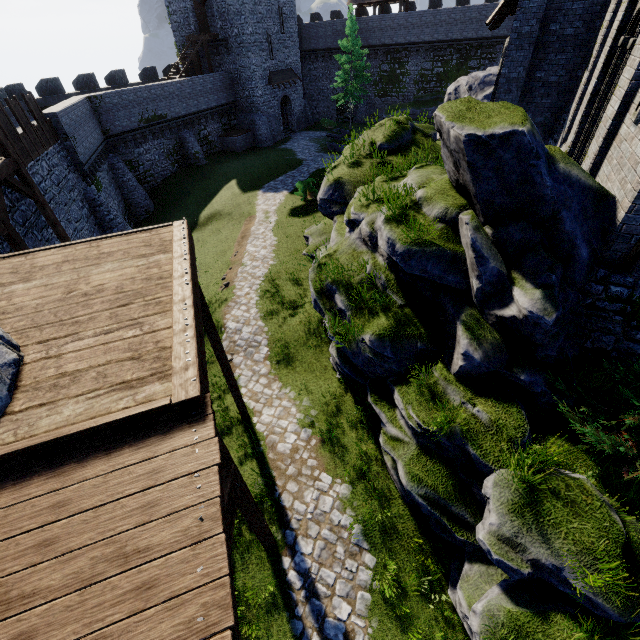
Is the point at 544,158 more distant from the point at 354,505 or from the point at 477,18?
the point at 477,18

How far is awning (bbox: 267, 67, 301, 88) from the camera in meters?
34.5 m

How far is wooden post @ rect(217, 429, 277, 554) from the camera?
4.4 meters

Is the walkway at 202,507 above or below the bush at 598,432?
above

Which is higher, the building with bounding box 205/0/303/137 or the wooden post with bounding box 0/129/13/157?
the wooden post with bounding box 0/129/13/157

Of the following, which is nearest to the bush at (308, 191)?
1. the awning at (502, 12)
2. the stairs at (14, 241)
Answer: the awning at (502, 12)

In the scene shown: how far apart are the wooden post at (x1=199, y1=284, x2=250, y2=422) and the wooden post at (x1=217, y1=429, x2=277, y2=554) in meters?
3.2

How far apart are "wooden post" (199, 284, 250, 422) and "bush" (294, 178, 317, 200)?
16.32m
